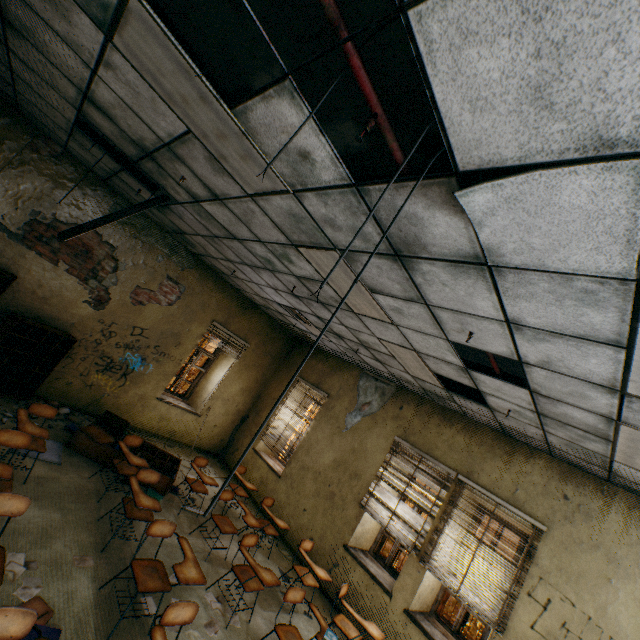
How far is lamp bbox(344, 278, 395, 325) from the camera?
3.4m

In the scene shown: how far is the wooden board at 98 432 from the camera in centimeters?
527cm

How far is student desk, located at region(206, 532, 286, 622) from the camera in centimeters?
386cm

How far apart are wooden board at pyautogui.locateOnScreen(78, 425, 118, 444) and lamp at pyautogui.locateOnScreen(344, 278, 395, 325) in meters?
4.6

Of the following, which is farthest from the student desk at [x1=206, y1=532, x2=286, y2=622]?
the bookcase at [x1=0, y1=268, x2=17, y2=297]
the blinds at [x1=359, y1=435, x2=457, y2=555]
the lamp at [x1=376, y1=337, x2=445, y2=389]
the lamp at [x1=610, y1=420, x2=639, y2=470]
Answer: the bookcase at [x1=0, y1=268, x2=17, y2=297]

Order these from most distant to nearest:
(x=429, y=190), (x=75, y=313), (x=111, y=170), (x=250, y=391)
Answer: (x=250, y=391) → (x=75, y=313) → (x=111, y=170) → (x=429, y=190)

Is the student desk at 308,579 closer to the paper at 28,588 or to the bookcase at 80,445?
the bookcase at 80,445

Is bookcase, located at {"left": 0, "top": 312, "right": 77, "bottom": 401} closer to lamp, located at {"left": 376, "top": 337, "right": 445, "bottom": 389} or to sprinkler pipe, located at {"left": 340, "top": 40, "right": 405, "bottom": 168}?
lamp, located at {"left": 376, "top": 337, "right": 445, "bottom": 389}
